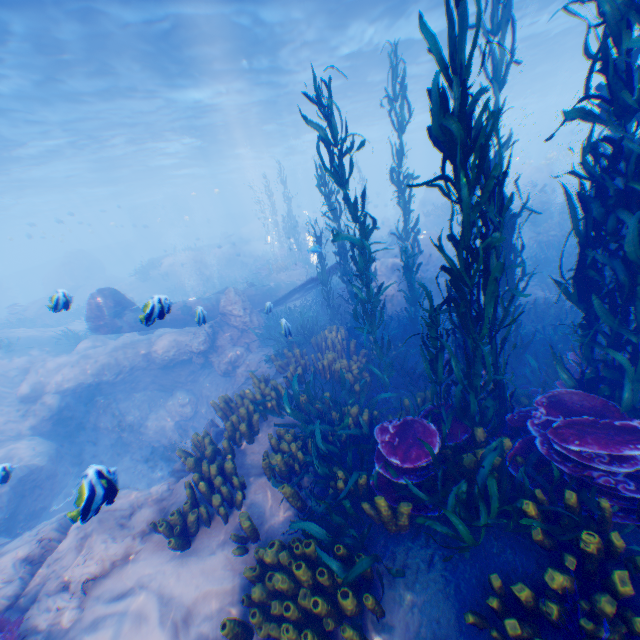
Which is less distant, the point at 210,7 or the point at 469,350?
the point at 469,350

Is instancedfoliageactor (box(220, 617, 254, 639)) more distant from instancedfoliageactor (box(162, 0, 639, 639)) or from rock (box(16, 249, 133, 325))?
rock (box(16, 249, 133, 325))

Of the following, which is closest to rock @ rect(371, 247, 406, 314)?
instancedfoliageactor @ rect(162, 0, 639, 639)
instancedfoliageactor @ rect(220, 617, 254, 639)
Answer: instancedfoliageactor @ rect(162, 0, 639, 639)

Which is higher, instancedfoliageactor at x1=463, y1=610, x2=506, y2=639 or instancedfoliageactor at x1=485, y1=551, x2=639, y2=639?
instancedfoliageactor at x1=485, y1=551, x2=639, y2=639

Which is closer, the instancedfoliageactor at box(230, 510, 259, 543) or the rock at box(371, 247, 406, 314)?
the instancedfoliageactor at box(230, 510, 259, 543)

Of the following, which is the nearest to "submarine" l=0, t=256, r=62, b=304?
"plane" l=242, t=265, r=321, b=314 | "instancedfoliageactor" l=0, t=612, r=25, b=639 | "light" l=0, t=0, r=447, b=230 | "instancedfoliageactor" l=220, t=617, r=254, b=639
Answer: "light" l=0, t=0, r=447, b=230

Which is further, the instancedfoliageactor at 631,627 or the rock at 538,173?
the rock at 538,173

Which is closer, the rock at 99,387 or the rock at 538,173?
the rock at 99,387
